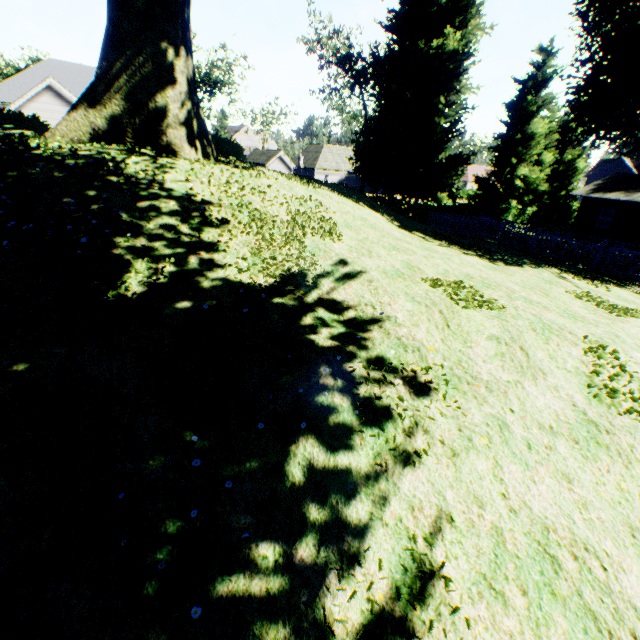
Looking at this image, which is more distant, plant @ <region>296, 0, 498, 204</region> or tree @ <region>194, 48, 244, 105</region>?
tree @ <region>194, 48, 244, 105</region>

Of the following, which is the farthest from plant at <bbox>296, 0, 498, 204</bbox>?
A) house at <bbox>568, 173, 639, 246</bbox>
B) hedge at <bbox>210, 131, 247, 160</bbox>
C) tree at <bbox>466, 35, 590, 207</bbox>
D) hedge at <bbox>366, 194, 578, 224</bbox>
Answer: house at <bbox>568, 173, 639, 246</bbox>

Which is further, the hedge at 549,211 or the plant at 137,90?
the hedge at 549,211

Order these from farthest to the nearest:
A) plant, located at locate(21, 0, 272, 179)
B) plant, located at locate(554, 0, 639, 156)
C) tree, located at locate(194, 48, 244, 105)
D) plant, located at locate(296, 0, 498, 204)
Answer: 1. tree, located at locate(194, 48, 244, 105)
2. plant, located at locate(296, 0, 498, 204)
3. plant, located at locate(554, 0, 639, 156)
4. plant, located at locate(21, 0, 272, 179)

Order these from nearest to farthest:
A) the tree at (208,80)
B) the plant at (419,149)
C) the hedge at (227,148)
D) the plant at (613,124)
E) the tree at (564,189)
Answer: the hedge at (227,148) < the plant at (613,124) < the plant at (419,149) < the tree at (564,189) < the tree at (208,80)

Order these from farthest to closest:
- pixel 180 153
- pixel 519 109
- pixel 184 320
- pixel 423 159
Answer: pixel 423 159 < pixel 519 109 < pixel 180 153 < pixel 184 320

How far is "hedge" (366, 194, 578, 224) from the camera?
27.03m

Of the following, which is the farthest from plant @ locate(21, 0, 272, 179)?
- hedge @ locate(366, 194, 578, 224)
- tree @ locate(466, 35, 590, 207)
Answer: hedge @ locate(366, 194, 578, 224)
